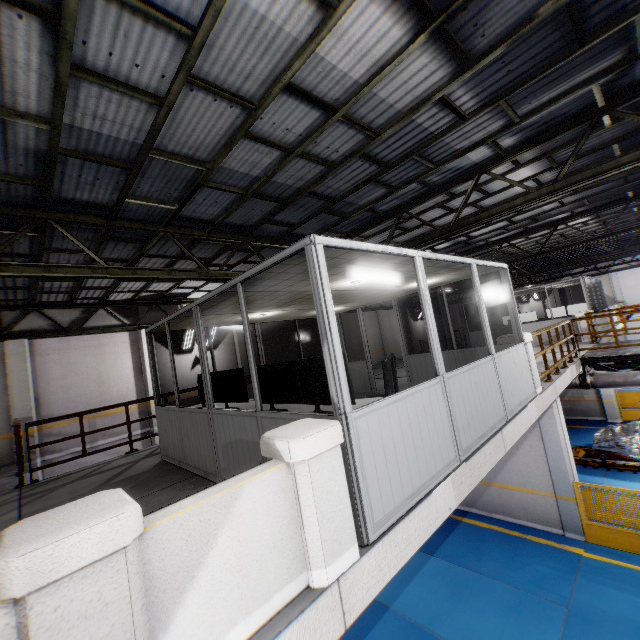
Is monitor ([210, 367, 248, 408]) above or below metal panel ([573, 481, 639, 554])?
above

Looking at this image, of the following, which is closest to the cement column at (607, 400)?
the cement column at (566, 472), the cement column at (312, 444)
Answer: the cement column at (566, 472)

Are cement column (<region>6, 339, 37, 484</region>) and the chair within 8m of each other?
no

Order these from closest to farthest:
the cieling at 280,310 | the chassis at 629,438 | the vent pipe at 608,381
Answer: the cieling at 280,310, the vent pipe at 608,381, the chassis at 629,438

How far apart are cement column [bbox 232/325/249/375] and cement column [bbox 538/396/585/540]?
11.6 meters

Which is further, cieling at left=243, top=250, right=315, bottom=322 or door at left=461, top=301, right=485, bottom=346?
door at left=461, top=301, right=485, bottom=346

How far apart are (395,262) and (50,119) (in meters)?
4.57

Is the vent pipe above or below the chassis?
above
